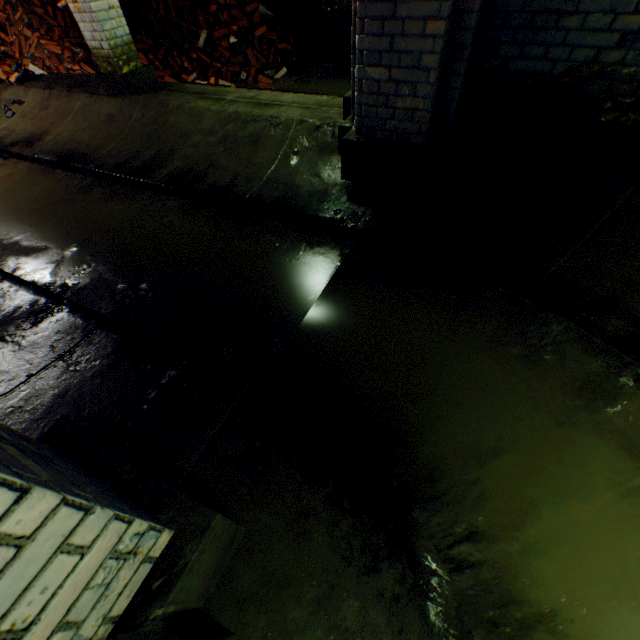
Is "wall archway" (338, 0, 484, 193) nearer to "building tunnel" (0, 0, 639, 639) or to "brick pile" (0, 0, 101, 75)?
"building tunnel" (0, 0, 639, 639)

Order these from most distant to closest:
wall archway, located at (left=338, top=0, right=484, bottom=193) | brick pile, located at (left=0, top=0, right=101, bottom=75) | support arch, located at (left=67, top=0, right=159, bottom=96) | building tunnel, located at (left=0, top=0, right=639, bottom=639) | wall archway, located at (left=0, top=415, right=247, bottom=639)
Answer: brick pile, located at (left=0, top=0, right=101, bottom=75), support arch, located at (left=67, top=0, right=159, bottom=96), wall archway, located at (left=338, top=0, right=484, bottom=193), building tunnel, located at (left=0, top=0, right=639, bottom=639), wall archway, located at (left=0, top=415, right=247, bottom=639)

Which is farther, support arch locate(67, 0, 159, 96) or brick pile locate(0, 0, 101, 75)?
brick pile locate(0, 0, 101, 75)

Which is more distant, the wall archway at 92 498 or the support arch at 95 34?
the support arch at 95 34

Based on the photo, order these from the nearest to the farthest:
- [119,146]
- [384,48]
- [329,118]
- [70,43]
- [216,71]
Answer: [384,48]
[329,118]
[119,146]
[70,43]
[216,71]

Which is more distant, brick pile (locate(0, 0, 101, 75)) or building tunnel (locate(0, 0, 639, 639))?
brick pile (locate(0, 0, 101, 75))

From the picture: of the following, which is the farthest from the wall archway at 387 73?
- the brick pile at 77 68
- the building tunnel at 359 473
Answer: the brick pile at 77 68

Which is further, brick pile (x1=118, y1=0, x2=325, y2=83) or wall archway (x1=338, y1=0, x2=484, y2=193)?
brick pile (x1=118, y1=0, x2=325, y2=83)
